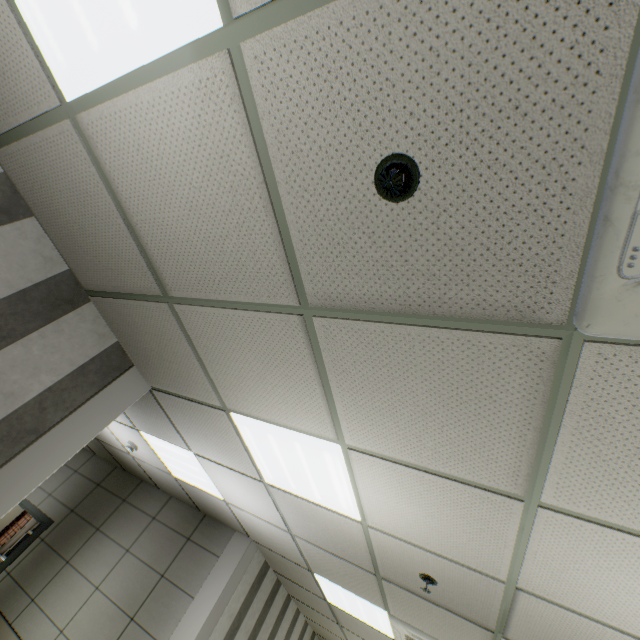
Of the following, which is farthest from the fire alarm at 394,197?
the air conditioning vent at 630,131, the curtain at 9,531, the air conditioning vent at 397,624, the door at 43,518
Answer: the curtain at 9,531

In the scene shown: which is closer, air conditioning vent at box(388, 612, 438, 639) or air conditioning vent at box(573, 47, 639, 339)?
air conditioning vent at box(573, 47, 639, 339)

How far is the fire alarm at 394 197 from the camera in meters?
0.9 m

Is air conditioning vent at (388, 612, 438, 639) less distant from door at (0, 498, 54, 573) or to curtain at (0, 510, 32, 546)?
door at (0, 498, 54, 573)

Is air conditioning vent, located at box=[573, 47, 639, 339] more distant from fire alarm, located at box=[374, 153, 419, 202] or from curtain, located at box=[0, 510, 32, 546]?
curtain, located at box=[0, 510, 32, 546]

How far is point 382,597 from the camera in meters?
3.4 m

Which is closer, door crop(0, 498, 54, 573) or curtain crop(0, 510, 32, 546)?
door crop(0, 498, 54, 573)

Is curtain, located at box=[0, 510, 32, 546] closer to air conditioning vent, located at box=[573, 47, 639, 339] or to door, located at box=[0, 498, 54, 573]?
door, located at box=[0, 498, 54, 573]
